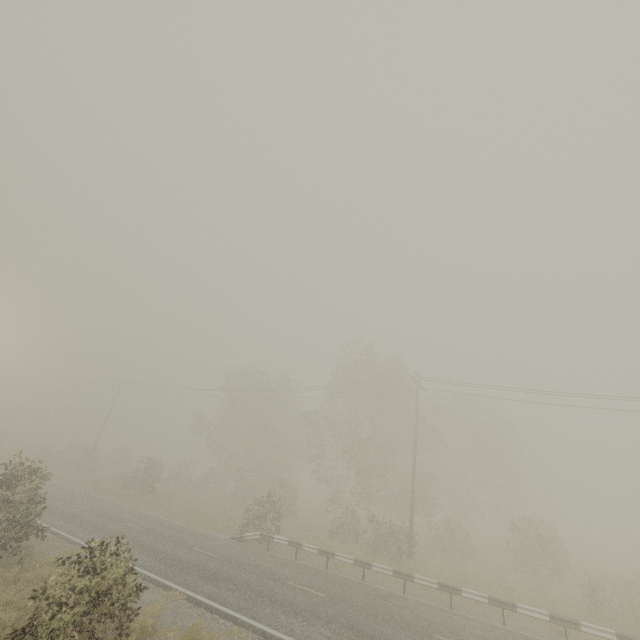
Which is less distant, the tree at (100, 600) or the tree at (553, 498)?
the tree at (100, 600)

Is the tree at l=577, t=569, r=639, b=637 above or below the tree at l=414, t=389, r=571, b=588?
below

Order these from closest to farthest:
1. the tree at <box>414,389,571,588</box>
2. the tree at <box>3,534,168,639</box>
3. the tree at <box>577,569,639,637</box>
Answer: the tree at <box>3,534,168,639</box>
the tree at <box>577,569,639,637</box>
the tree at <box>414,389,571,588</box>

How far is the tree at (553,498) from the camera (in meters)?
23.08

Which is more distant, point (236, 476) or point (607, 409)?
point (236, 476)

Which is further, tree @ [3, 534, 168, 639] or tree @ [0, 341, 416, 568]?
tree @ [0, 341, 416, 568]

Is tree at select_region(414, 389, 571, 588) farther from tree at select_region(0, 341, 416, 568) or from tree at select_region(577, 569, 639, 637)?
tree at select_region(577, 569, 639, 637)
